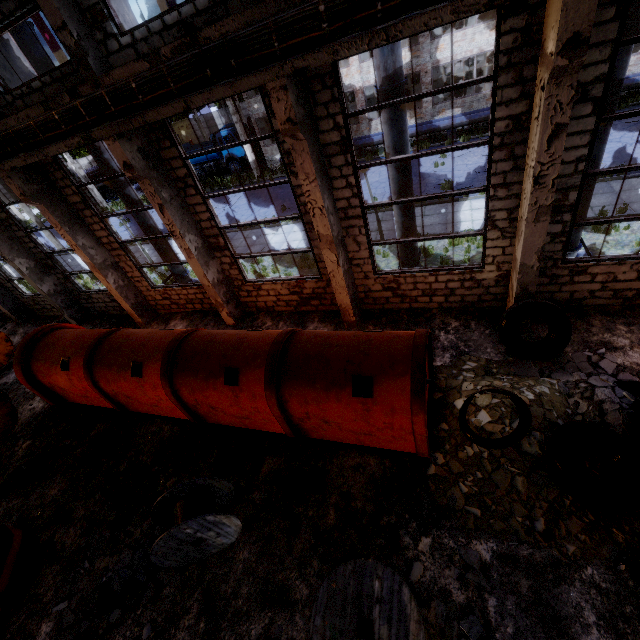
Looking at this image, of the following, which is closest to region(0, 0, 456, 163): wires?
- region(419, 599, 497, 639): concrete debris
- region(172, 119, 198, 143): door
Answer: region(419, 599, 497, 639): concrete debris

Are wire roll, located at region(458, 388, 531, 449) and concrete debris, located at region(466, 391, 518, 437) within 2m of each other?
yes

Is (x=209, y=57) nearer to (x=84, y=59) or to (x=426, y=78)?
(x=84, y=59)

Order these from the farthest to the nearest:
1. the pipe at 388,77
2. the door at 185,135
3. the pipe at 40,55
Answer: the door at 185,135
the pipe at 40,55
the pipe at 388,77

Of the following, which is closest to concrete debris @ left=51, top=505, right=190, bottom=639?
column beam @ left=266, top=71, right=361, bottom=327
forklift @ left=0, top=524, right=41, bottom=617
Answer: forklift @ left=0, top=524, right=41, bottom=617

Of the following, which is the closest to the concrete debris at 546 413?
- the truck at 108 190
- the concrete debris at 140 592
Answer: the concrete debris at 140 592

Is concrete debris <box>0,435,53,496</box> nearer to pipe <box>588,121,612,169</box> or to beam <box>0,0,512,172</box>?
beam <box>0,0,512,172</box>

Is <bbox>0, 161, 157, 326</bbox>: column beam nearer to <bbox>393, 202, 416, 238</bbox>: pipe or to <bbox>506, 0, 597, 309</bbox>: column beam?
<bbox>393, 202, 416, 238</bbox>: pipe
